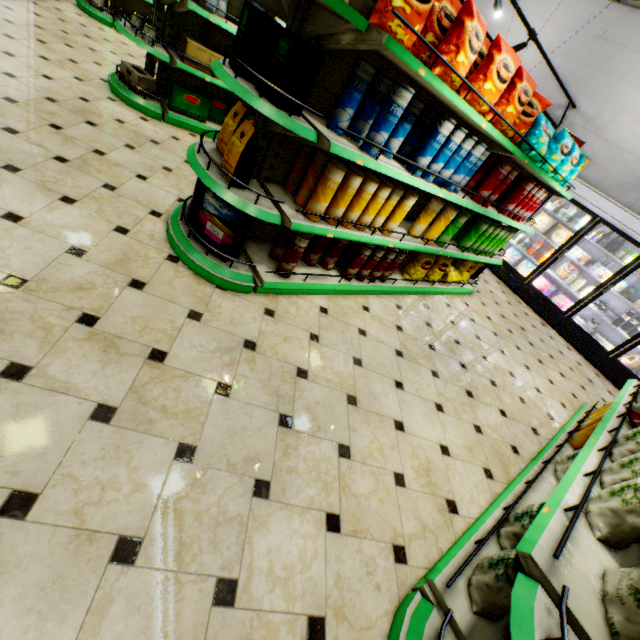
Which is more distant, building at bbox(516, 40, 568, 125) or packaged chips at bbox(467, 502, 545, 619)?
building at bbox(516, 40, 568, 125)

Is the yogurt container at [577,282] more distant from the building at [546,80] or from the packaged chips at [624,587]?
the packaged chips at [624,587]

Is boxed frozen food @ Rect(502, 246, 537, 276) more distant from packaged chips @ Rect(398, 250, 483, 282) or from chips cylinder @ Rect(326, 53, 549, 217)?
chips cylinder @ Rect(326, 53, 549, 217)

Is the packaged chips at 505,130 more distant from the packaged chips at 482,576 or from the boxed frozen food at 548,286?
the boxed frozen food at 548,286

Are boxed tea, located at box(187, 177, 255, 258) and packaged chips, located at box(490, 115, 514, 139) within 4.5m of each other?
yes

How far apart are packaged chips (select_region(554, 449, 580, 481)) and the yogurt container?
4.82m

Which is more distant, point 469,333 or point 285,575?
point 469,333

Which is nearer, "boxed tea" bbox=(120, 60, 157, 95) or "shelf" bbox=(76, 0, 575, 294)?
"shelf" bbox=(76, 0, 575, 294)
